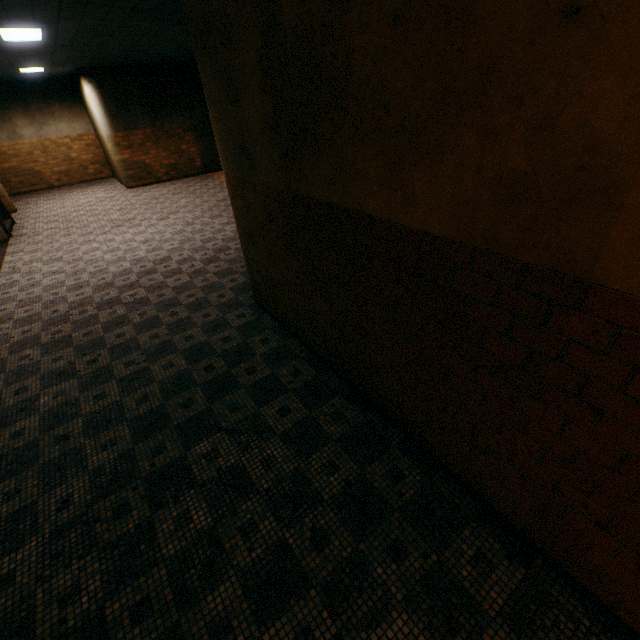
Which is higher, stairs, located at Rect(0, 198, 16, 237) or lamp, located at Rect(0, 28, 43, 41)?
lamp, located at Rect(0, 28, 43, 41)

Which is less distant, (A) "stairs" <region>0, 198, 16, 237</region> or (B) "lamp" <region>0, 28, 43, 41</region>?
(B) "lamp" <region>0, 28, 43, 41</region>

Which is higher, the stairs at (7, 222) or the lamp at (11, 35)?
the lamp at (11, 35)

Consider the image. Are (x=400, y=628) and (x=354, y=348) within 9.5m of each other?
yes

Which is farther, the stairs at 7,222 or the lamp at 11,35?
the stairs at 7,222
